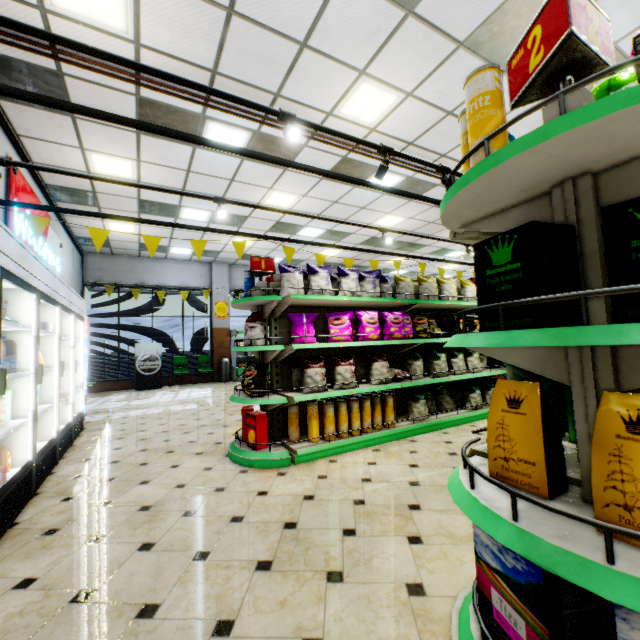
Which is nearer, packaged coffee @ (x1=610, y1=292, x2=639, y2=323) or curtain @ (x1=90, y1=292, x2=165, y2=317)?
packaged coffee @ (x1=610, y1=292, x2=639, y2=323)

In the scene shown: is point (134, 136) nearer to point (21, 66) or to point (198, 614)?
point (21, 66)

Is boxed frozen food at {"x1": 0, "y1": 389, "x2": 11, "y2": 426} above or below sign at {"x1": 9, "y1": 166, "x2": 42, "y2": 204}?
below

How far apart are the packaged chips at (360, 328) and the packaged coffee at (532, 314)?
3.2 meters

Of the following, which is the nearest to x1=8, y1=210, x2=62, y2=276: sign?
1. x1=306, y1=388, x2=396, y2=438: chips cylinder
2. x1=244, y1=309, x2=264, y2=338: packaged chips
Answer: x1=244, y1=309, x2=264, y2=338: packaged chips

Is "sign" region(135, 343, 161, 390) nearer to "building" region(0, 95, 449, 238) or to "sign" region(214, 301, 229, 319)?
"building" region(0, 95, 449, 238)

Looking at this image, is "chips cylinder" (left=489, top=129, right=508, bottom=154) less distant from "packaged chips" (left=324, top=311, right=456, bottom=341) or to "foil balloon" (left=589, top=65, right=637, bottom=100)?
"foil balloon" (left=589, top=65, right=637, bottom=100)

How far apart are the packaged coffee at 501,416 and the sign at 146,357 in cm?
1217
